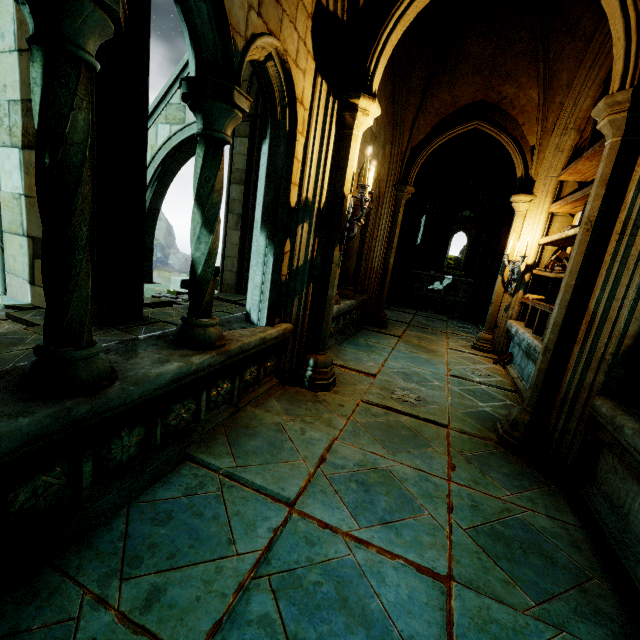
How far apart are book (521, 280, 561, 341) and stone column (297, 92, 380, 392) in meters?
2.7

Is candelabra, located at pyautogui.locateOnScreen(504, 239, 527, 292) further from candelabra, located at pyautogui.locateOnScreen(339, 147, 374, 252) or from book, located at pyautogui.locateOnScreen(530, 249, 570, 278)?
candelabra, located at pyautogui.locateOnScreen(339, 147, 374, 252)

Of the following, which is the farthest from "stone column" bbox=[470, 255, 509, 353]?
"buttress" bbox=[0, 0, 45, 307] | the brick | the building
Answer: the building

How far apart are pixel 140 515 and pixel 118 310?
3.9 meters

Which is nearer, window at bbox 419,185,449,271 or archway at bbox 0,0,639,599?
archway at bbox 0,0,639,599

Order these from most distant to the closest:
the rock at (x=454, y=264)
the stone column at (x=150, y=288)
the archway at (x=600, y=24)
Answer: the rock at (x=454, y=264), the stone column at (x=150, y=288), the archway at (x=600, y=24)

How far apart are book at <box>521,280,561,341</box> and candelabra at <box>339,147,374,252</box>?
2.53m

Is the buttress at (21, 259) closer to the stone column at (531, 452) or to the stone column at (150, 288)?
the stone column at (150, 288)
